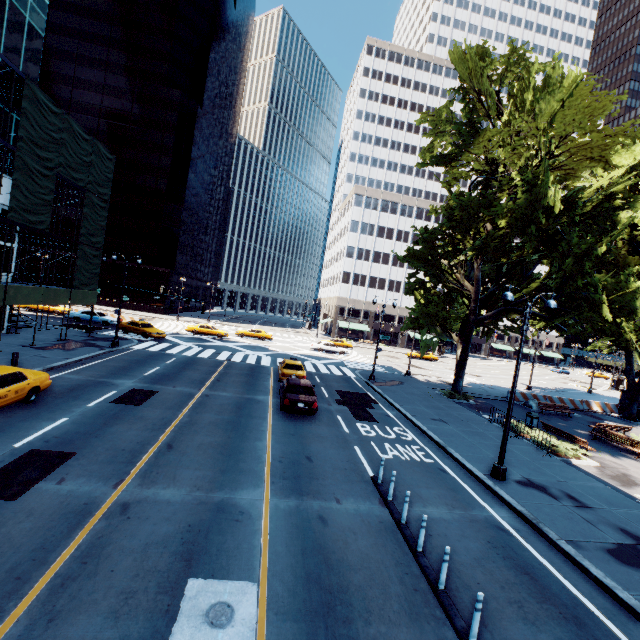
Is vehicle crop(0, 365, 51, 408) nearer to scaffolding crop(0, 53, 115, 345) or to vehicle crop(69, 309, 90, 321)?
scaffolding crop(0, 53, 115, 345)

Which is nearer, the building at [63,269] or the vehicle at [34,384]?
the vehicle at [34,384]

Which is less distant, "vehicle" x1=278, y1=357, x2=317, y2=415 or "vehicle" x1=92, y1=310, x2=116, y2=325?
"vehicle" x1=278, y1=357, x2=317, y2=415

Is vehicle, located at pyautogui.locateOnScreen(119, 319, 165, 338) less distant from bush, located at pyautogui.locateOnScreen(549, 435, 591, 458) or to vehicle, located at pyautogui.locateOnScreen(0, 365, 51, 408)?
vehicle, located at pyautogui.locateOnScreen(0, 365, 51, 408)

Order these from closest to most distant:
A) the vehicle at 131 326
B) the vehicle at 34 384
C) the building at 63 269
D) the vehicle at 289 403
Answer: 1. the vehicle at 34 384
2. the vehicle at 289 403
3. the vehicle at 131 326
4. the building at 63 269

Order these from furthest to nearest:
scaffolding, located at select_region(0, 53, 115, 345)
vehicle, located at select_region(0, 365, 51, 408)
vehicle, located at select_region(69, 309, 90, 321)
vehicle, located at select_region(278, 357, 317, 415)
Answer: vehicle, located at select_region(69, 309, 90, 321) < scaffolding, located at select_region(0, 53, 115, 345) < vehicle, located at select_region(278, 357, 317, 415) < vehicle, located at select_region(0, 365, 51, 408)

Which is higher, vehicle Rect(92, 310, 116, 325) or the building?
the building

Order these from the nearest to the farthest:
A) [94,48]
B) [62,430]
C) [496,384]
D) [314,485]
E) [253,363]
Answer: [314,485]
[62,430]
[253,363]
[496,384]
[94,48]
